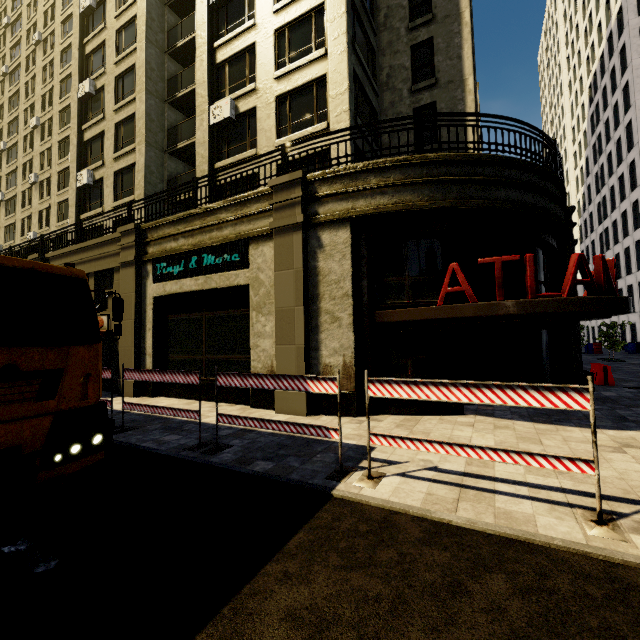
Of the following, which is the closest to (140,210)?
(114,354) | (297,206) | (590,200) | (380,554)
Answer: (114,354)

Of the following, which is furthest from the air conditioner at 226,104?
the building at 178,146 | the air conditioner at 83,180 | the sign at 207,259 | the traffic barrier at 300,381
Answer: the traffic barrier at 300,381

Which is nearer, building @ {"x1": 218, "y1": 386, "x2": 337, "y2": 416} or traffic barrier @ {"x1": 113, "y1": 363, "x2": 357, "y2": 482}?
traffic barrier @ {"x1": 113, "y1": 363, "x2": 357, "y2": 482}

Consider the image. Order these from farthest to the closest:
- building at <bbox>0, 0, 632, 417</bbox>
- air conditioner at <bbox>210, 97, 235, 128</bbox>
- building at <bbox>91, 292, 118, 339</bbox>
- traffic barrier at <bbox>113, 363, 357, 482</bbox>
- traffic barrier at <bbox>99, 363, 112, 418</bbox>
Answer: air conditioner at <bbox>210, 97, 235, 128</bbox>
building at <bbox>91, 292, 118, 339</bbox>
building at <bbox>0, 0, 632, 417</bbox>
traffic barrier at <bbox>99, 363, 112, 418</bbox>
traffic barrier at <bbox>113, 363, 357, 482</bbox>

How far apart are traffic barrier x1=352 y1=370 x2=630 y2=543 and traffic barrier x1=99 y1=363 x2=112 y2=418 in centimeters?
654cm

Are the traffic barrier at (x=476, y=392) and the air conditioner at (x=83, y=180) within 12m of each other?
no

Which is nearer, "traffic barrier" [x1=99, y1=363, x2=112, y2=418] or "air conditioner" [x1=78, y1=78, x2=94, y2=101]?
"traffic barrier" [x1=99, y1=363, x2=112, y2=418]

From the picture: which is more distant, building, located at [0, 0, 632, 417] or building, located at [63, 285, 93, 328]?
building, located at [63, 285, 93, 328]
